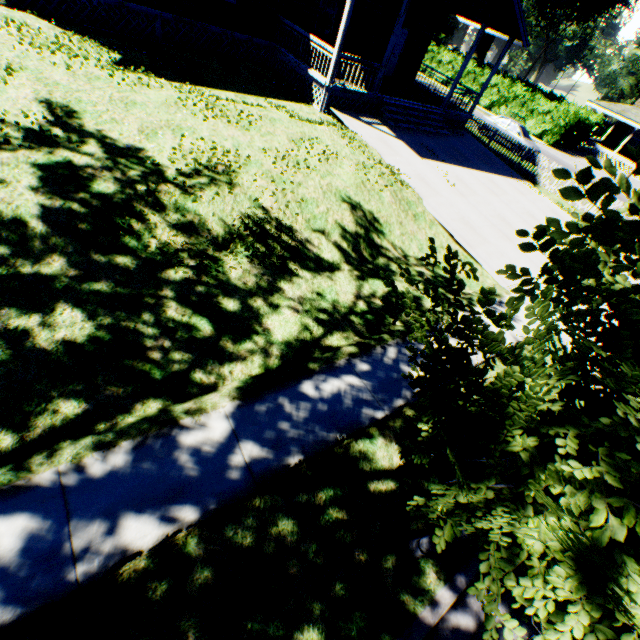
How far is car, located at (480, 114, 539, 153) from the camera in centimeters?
2164cm

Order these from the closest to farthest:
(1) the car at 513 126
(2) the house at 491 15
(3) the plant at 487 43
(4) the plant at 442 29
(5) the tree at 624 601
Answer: (5) the tree at 624 601 → (2) the house at 491 15 → (1) the car at 513 126 → (4) the plant at 442 29 → (3) the plant at 487 43

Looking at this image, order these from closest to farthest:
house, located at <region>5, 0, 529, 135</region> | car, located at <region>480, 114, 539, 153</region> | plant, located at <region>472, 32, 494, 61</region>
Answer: house, located at <region>5, 0, 529, 135</region> < car, located at <region>480, 114, 539, 153</region> < plant, located at <region>472, 32, 494, 61</region>

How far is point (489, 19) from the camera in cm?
1421

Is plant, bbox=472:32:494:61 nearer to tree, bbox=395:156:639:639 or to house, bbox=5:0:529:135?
house, bbox=5:0:529:135

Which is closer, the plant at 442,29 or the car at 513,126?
the car at 513,126

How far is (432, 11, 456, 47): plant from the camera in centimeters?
4847cm
